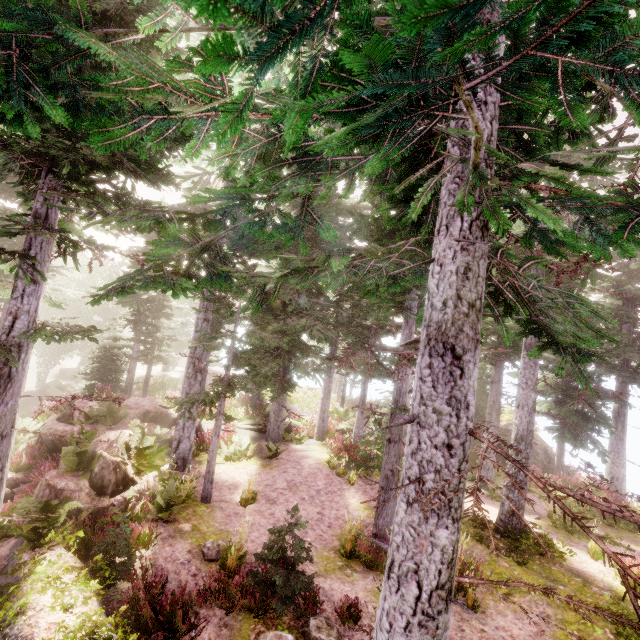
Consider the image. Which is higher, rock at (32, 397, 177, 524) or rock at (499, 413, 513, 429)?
rock at (499, 413, 513, 429)

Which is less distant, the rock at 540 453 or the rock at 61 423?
the rock at 61 423

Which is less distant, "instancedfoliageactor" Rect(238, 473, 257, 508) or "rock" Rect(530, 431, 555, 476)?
"instancedfoliageactor" Rect(238, 473, 257, 508)

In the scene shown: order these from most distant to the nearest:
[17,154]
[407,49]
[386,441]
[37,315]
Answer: [386,441] → [37,315] → [17,154] → [407,49]

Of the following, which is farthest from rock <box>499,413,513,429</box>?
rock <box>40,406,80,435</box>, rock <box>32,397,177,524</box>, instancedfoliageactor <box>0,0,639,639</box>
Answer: rock <box>32,397,177,524</box>

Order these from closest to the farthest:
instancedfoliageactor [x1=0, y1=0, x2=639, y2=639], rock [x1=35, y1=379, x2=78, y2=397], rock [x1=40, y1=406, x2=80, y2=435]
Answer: instancedfoliageactor [x1=0, y1=0, x2=639, y2=639]
rock [x1=40, y1=406, x2=80, y2=435]
rock [x1=35, y1=379, x2=78, y2=397]

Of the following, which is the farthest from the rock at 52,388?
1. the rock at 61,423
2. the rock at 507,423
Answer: the rock at 507,423

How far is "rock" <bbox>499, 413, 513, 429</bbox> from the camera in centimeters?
2342cm
